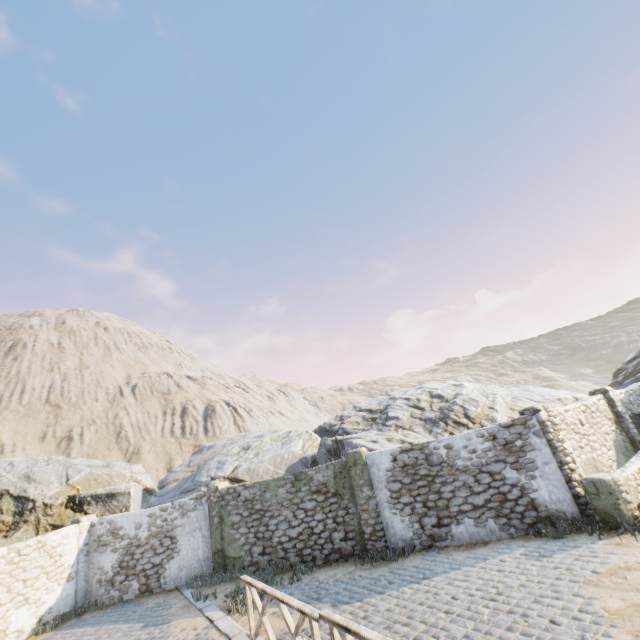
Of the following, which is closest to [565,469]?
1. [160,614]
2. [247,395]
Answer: [160,614]

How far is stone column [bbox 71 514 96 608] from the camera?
12.5m

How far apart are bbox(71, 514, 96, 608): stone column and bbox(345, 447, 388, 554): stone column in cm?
1130

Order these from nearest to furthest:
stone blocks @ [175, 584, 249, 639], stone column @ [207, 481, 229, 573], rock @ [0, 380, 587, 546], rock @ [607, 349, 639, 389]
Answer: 1. stone blocks @ [175, 584, 249, 639]
2. stone column @ [207, 481, 229, 573]
3. rock @ [0, 380, 587, 546]
4. rock @ [607, 349, 639, 389]

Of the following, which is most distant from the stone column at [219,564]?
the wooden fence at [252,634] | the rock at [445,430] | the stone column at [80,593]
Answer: the wooden fence at [252,634]

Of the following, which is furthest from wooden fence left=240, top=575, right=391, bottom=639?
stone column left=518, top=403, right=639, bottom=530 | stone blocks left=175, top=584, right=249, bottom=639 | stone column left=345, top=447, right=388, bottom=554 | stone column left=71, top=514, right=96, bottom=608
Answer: stone column left=71, top=514, right=96, bottom=608

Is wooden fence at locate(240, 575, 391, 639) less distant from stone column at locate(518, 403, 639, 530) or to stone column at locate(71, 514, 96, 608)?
stone column at locate(518, 403, 639, 530)

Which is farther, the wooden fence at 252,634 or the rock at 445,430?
the rock at 445,430
